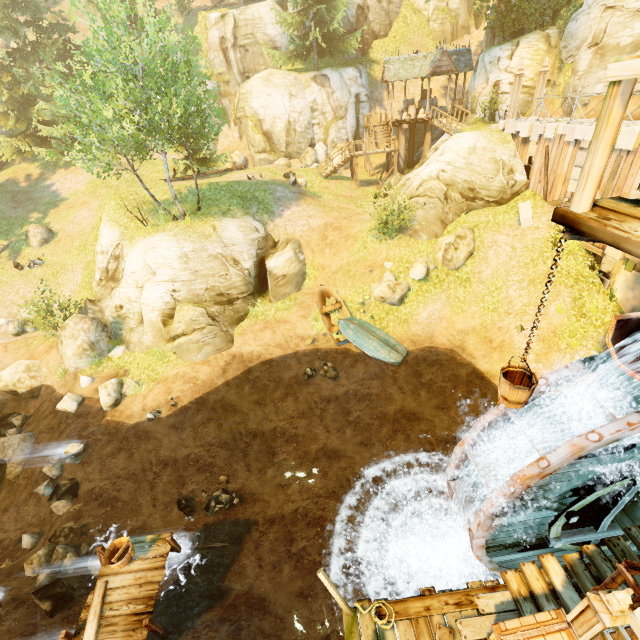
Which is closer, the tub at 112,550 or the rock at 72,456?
the tub at 112,550

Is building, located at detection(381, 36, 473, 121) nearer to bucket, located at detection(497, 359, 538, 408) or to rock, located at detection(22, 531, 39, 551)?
bucket, located at detection(497, 359, 538, 408)

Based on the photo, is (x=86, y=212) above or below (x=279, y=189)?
below

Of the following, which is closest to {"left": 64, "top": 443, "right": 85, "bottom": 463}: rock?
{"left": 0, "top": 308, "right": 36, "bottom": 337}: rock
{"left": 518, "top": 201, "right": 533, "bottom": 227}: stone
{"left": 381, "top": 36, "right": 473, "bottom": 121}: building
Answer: {"left": 0, "top": 308, "right": 36, "bottom": 337}: rock

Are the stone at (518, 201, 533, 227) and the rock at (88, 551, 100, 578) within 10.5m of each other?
no

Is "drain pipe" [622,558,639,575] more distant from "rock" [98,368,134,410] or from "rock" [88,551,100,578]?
"rock" [98,368,134,410]

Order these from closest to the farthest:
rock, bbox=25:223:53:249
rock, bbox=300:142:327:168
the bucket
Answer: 1. the bucket
2. rock, bbox=25:223:53:249
3. rock, bbox=300:142:327:168

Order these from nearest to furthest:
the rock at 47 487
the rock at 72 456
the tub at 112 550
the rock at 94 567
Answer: the tub at 112 550
the rock at 94 567
the rock at 47 487
the rock at 72 456
